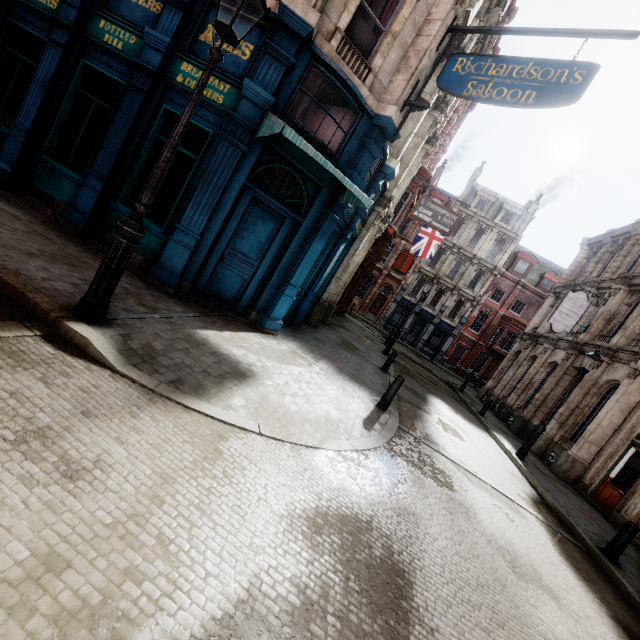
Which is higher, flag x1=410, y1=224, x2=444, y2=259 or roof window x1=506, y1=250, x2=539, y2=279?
roof window x1=506, y1=250, x2=539, y2=279

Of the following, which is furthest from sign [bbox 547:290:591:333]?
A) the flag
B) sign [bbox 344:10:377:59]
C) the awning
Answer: sign [bbox 344:10:377:59]

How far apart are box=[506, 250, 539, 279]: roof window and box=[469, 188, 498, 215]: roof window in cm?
536

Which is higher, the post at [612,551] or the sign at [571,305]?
the sign at [571,305]

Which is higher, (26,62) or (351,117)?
(351,117)

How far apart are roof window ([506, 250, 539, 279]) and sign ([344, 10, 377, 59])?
35.1 meters

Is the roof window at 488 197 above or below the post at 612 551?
above

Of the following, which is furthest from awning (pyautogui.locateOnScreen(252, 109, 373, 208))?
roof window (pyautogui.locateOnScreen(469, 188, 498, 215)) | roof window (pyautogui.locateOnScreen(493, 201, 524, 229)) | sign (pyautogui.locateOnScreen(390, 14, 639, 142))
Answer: roof window (pyautogui.locateOnScreen(493, 201, 524, 229))
